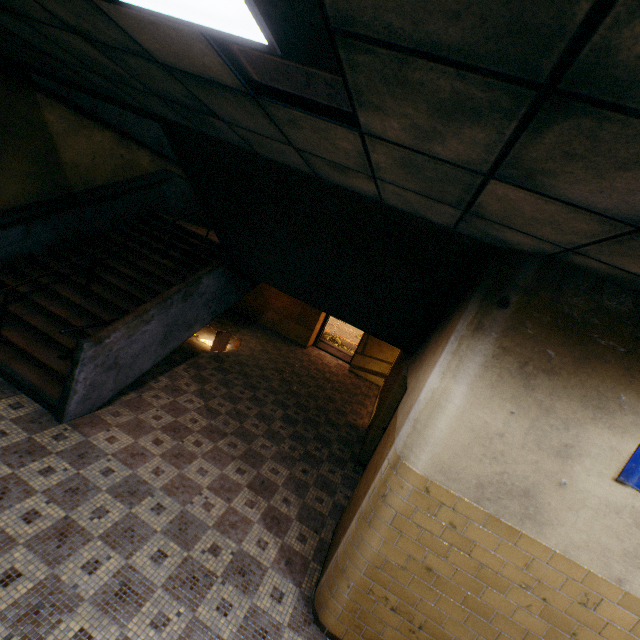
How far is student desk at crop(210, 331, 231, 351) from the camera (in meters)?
8.12

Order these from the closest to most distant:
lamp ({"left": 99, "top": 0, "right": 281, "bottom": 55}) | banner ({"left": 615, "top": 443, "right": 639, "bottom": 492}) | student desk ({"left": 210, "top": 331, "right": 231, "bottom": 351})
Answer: lamp ({"left": 99, "top": 0, "right": 281, "bottom": 55}), banner ({"left": 615, "top": 443, "right": 639, "bottom": 492}), student desk ({"left": 210, "top": 331, "right": 231, "bottom": 351})

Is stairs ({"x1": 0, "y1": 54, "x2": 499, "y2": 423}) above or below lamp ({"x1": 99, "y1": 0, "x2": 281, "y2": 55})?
below

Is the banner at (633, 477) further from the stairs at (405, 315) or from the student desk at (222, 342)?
the student desk at (222, 342)

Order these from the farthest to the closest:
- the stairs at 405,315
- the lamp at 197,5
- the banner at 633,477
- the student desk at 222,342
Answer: the student desk at 222,342, the stairs at 405,315, the banner at 633,477, the lamp at 197,5

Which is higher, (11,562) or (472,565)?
(472,565)

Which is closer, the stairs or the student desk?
the stairs

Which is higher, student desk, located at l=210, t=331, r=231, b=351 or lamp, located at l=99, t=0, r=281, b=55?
lamp, located at l=99, t=0, r=281, b=55
